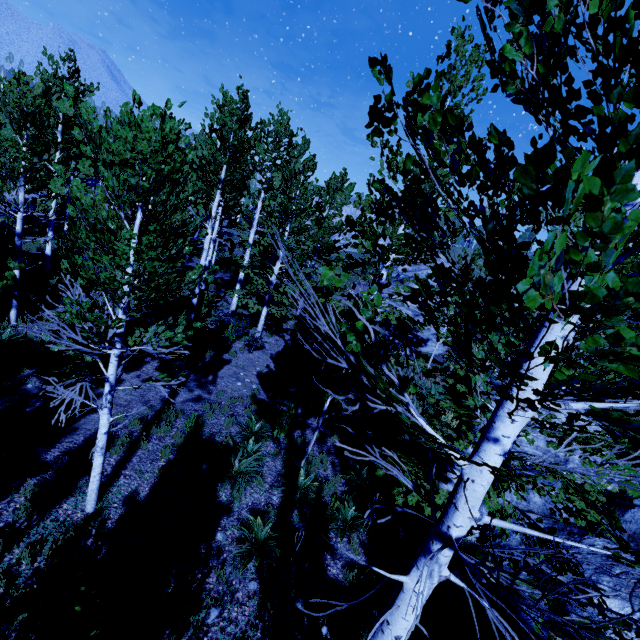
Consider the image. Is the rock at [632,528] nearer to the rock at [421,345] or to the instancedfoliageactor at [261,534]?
the instancedfoliageactor at [261,534]

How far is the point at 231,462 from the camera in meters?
7.6

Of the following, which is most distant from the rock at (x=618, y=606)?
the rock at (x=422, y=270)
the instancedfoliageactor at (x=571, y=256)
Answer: the rock at (x=422, y=270)

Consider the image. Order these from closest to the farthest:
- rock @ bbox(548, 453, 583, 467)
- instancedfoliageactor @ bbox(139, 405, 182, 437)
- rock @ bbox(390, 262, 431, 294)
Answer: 1. instancedfoliageactor @ bbox(139, 405, 182, 437)
2. rock @ bbox(548, 453, 583, 467)
3. rock @ bbox(390, 262, 431, 294)

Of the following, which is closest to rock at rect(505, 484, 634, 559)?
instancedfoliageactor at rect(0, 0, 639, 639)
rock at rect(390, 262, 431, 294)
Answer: instancedfoliageactor at rect(0, 0, 639, 639)

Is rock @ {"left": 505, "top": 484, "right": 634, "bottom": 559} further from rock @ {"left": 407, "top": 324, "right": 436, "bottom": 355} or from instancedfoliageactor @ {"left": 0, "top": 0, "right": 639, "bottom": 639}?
rock @ {"left": 407, "top": 324, "right": 436, "bottom": 355}
